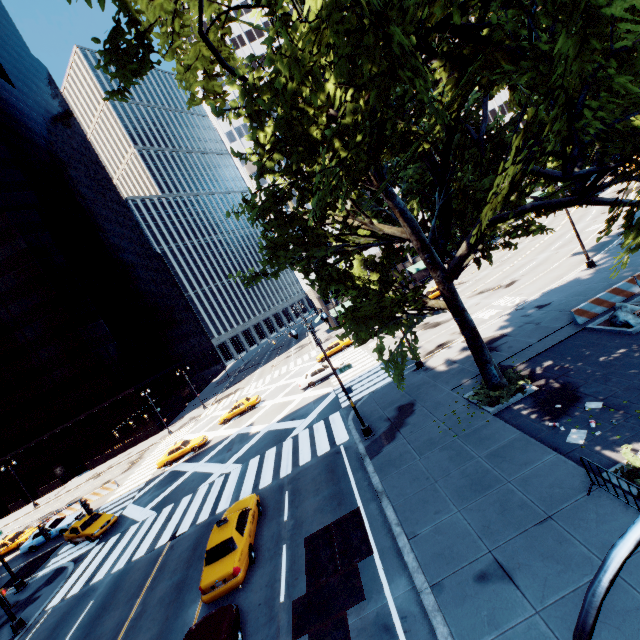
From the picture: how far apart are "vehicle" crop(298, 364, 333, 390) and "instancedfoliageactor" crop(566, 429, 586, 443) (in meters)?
22.09

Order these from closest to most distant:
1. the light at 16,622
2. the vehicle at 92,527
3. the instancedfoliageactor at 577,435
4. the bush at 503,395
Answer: the instancedfoliageactor at 577,435
the bush at 503,395
the light at 16,622
the vehicle at 92,527

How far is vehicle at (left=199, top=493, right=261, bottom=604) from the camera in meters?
11.8 m

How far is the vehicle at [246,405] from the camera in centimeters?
3588cm

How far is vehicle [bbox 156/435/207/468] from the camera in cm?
3161

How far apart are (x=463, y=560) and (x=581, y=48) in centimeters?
1148cm

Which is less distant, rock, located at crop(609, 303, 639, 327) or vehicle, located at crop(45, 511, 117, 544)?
rock, located at crop(609, 303, 639, 327)

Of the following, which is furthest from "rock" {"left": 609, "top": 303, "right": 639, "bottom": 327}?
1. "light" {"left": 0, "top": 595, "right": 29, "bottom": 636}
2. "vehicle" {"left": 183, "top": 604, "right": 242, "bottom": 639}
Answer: "light" {"left": 0, "top": 595, "right": 29, "bottom": 636}
